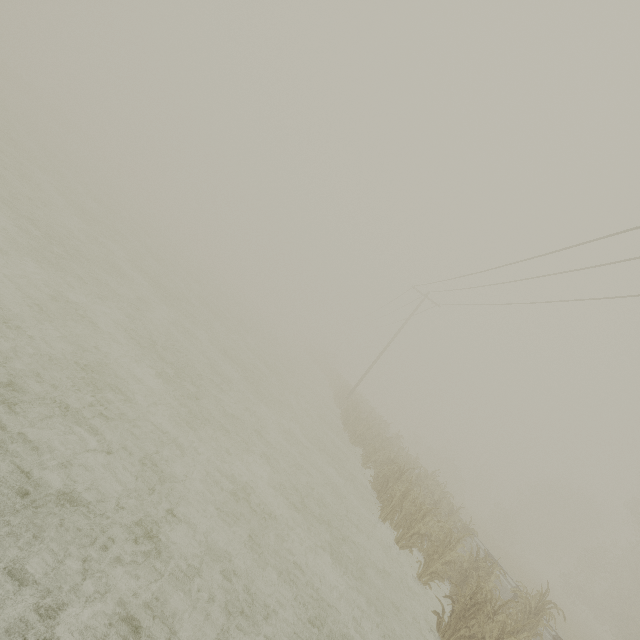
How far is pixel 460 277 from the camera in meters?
18.5

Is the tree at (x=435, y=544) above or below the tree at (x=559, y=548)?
below

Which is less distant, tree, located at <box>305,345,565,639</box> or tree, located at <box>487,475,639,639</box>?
tree, located at <box>305,345,565,639</box>

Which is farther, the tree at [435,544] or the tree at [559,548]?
the tree at [559,548]

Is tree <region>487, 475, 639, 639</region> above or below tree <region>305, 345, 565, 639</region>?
above
